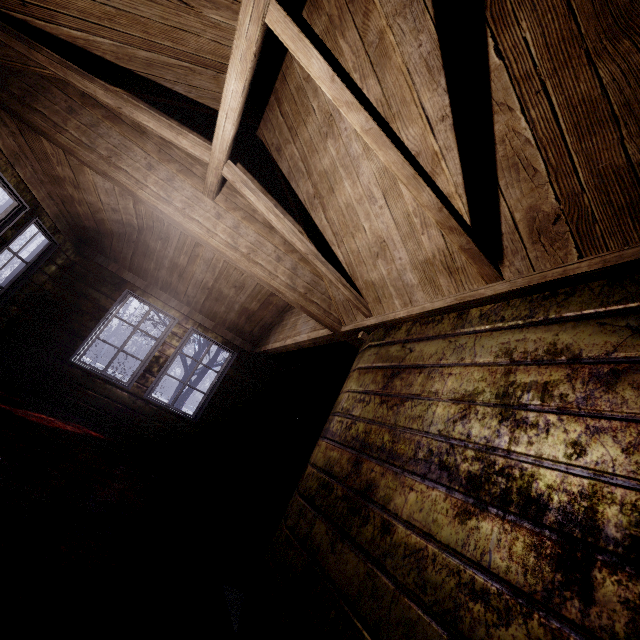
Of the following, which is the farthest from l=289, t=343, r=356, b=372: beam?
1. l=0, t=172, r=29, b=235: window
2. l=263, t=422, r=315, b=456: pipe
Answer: l=0, t=172, r=29, b=235: window

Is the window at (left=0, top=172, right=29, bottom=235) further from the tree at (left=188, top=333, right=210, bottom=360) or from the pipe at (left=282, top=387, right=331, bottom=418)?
the pipe at (left=282, top=387, right=331, bottom=418)

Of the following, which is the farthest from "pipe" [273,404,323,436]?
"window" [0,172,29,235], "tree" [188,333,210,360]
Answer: "window" [0,172,29,235]

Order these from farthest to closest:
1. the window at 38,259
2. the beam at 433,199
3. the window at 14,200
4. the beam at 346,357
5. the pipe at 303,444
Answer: the pipe at 303,444, the beam at 346,357, the window at 38,259, the window at 14,200, the beam at 433,199

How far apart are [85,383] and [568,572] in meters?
5.5 m

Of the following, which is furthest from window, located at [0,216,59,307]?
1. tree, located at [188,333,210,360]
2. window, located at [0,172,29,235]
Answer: tree, located at [188,333,210,360]

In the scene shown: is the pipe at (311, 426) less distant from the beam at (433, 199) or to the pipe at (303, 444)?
the pipe at (303, 444)

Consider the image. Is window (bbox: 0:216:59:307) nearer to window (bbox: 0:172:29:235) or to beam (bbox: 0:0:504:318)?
window (bbox: 0:172:29:235)
